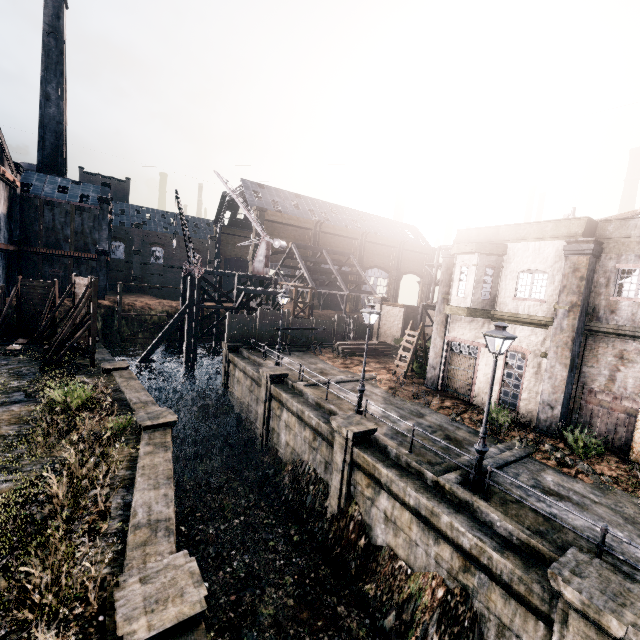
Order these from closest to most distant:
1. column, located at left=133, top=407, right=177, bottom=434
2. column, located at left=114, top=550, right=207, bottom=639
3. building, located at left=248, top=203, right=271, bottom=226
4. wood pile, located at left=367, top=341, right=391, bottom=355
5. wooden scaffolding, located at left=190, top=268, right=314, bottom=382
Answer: column, located at left=114, top=550, right=207, bottom=639
column, located at left=133, top=407, right=177, bottom=434
wood pile, located at left=367, top=341, right=391, bottom=355
wooden scaffolding, located at left=190, top=268, right=314, bottom=382
building, located at left=248, top=203, right=271, bottom=226

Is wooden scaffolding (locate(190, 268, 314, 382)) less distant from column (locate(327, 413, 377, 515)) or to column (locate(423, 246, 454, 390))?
column (locate(423, 246, 454, 390))

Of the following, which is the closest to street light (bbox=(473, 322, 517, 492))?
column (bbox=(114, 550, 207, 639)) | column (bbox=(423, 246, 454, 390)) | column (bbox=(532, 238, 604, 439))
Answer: column (bbox=(532, 238, 604, 439))

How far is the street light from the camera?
10.43m

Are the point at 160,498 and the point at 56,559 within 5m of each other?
yes

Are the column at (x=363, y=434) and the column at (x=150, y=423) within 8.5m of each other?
yes

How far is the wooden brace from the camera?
31.39m

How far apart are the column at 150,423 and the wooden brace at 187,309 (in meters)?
18.66
